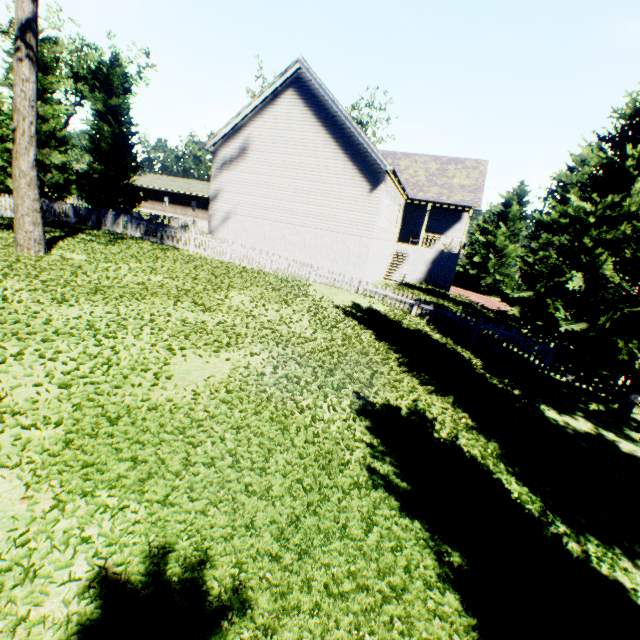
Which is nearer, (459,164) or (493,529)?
(493,529)

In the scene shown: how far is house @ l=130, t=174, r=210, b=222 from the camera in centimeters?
4619cm

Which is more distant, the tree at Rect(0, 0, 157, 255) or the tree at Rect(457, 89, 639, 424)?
the tree at Rect(0, 0, 157, 255)

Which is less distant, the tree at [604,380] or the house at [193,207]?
the tree at [604,380]

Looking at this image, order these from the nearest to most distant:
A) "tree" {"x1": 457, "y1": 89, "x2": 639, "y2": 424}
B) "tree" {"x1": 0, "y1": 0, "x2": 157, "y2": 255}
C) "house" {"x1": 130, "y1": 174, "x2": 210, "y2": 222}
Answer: "tree" {"x1": 457, "y1": 89, "x2": 639, "y2": 424} < "tree" {"x1": 0, "y1": 0, "x2": 157, "y2": 255} < "house" {"x1": 130, "y1": 174, "x2": 210, "y2": 222}

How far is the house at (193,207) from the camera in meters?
46.2

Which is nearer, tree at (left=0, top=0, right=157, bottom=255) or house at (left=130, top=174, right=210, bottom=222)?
tree at (left=0, top=0, right=157, bottom=255)
